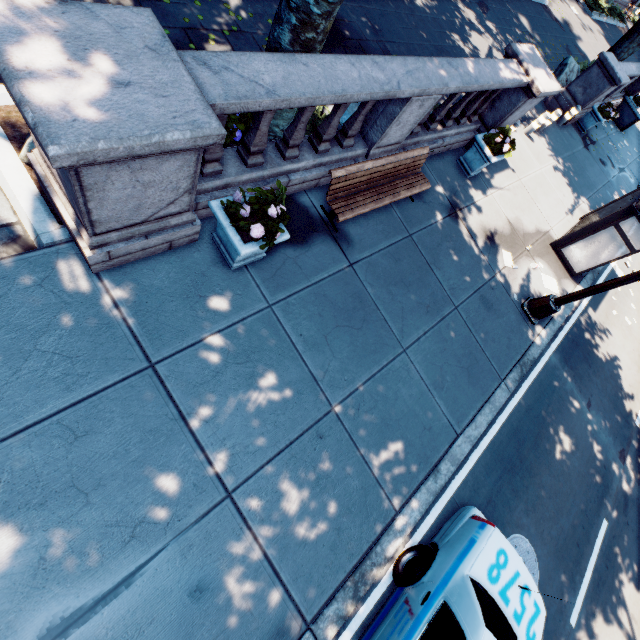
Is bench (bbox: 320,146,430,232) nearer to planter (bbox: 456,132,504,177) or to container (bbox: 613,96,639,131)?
planter (bbox: 456,132,504,177)

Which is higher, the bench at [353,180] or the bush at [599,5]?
the bench at [353,180]

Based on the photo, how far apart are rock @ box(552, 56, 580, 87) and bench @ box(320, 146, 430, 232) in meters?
13.8

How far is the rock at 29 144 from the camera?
3.97m

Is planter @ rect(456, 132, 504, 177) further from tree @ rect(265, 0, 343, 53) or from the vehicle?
the vehicle

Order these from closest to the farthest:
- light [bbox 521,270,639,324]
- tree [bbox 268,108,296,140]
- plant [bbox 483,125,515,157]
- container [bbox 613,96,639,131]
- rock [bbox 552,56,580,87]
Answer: tree [bbox 268,108,296,140]
light [bbox 521,270,639,324]
plant [bbox 483,125,515,157]
rock [bbox 552,56,580,87]
container [bbox 613,96,639,131]

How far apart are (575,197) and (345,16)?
10.26m

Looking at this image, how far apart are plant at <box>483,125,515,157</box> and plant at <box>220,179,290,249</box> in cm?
688
